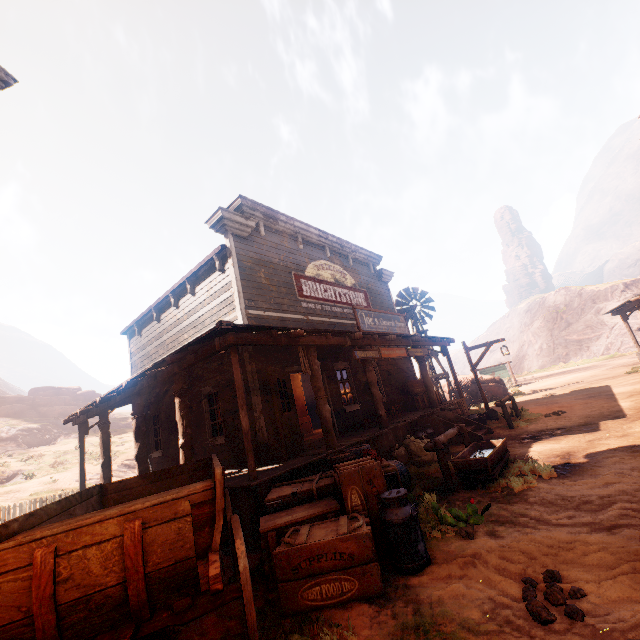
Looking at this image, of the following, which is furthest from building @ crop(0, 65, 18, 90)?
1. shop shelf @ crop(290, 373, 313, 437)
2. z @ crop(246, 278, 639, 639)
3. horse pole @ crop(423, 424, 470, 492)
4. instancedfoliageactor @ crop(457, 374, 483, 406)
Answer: instancedfoliageactor @ crop(457, 374, 483, 406)

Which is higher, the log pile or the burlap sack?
the log pile

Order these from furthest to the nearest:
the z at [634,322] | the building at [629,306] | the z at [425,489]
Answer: the z at [634,322] < the building at [629,306] < the z at [425,489]

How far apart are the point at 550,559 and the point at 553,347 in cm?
5665

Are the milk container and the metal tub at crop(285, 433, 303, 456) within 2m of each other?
no

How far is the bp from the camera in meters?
7.5

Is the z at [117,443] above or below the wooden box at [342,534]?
above

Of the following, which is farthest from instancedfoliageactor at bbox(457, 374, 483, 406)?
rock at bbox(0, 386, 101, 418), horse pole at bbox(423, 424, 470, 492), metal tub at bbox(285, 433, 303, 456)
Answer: rock at bbox(0, 386, 101, 418)
